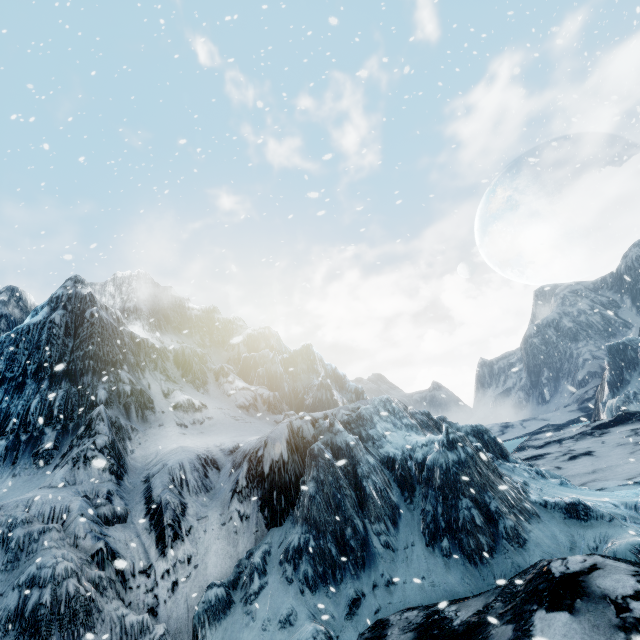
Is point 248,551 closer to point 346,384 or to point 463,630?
point 463,630
